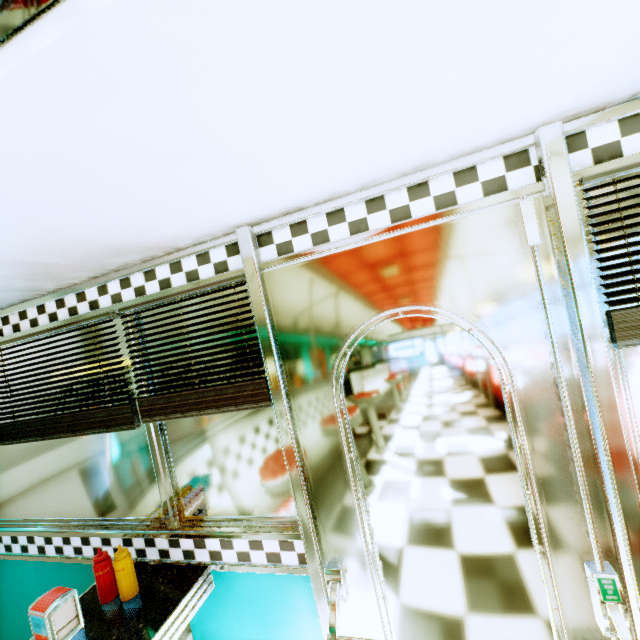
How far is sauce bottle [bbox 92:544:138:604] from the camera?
1.5m

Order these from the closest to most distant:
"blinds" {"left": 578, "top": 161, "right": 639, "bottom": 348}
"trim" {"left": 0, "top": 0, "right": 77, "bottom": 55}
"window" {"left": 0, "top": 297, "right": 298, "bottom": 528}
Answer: "trim" {"left": 0, "top": 0, "right": 77, "bottom": 55}, "blinds" {"left": 578, "top": 161, "right": 639, "bottom": 348}, "window" {"left": 0, "top": 297, "right": 298, "bottom": 528}

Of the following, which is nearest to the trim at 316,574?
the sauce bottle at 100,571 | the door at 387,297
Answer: the door at 387,297

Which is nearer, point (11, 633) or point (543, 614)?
point (543, 614)

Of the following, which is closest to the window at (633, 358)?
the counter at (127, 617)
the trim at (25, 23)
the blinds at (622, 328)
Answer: the blinds at (622, 328)

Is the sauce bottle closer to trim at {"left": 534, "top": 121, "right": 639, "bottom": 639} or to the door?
the door

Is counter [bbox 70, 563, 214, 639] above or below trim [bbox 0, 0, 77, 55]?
below

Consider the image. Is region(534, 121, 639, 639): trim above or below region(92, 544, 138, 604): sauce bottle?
above
